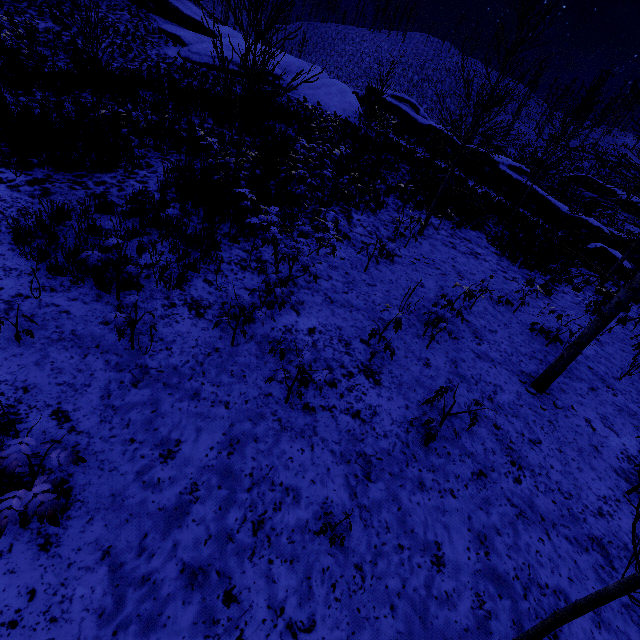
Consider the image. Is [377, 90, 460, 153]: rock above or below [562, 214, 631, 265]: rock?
above

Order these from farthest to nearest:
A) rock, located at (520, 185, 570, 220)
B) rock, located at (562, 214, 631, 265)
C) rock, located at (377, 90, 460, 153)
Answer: rock, located at (377, 90, 460, 153)
rock, located at (520, 185, 570, 220)
rock, located at (562, 214, 631, 265)

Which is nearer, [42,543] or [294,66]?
[42,543]

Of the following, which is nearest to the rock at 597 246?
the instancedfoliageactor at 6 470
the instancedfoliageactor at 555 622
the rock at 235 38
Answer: the rock at 235 38

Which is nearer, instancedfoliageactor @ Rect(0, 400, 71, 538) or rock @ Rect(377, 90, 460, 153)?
instancedfoliageactor @ Rect(0, 400, 71, 538)

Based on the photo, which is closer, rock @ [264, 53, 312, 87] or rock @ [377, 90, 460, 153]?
rock @ [264, 53, 312, 87]

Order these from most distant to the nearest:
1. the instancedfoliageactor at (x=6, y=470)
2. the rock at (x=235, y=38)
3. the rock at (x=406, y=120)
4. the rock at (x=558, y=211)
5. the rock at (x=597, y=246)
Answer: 1. the rock at (x=406, y=120)
2. the rock at (x=235, y=38)
3. the rock at (x=558, y=211)
4. the rock at (x=597, y=246)
5. the instancedfoliageactor at (x=6, y=470)

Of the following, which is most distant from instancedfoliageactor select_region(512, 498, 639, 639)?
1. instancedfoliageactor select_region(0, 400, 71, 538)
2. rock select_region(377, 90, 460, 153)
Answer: rock select_region(377, 90, 460, 153)
